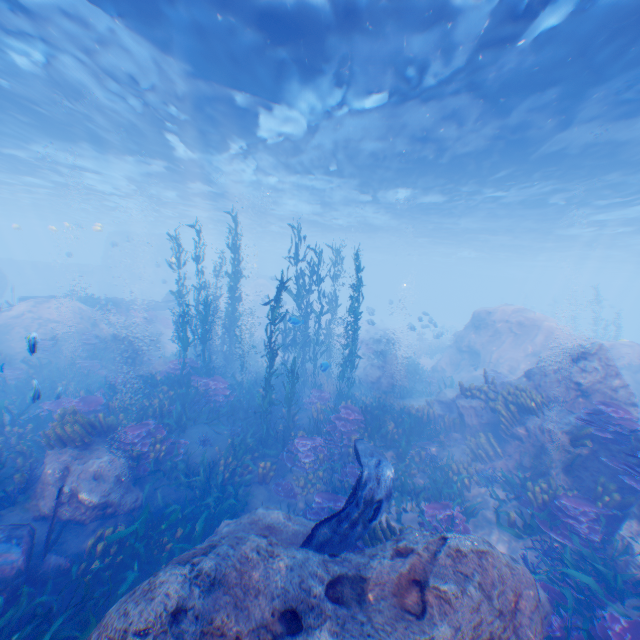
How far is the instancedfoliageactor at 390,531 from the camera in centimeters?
655cm

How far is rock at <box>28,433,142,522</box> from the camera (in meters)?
7.15

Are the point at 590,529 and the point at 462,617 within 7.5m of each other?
yes

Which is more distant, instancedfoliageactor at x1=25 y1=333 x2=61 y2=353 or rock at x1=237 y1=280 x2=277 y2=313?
rock at x1=237 y1=280 x2=277 y2=313

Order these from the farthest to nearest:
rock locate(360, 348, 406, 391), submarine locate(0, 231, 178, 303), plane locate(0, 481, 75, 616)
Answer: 1. submarine locate(0, 231, 178, 303)
2. rock locate(360, 348, 406, 391)
3. plane locate(0, 481, 75, 616)

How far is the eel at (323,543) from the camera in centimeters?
561cm
